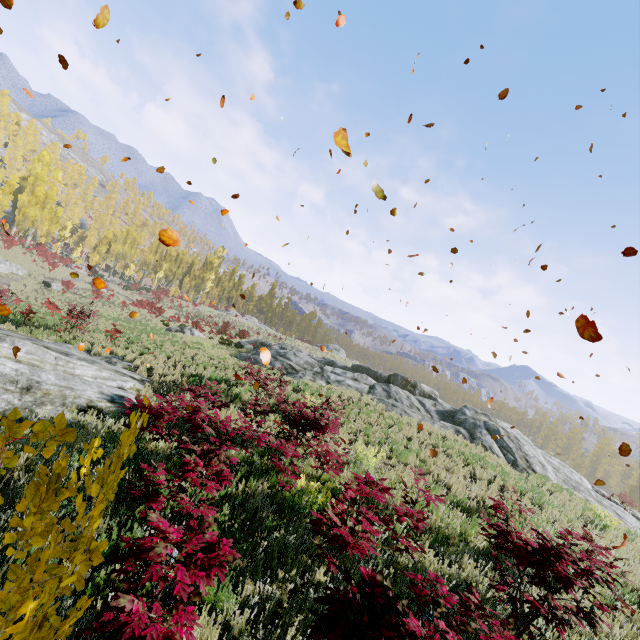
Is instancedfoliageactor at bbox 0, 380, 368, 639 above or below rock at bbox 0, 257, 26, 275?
above

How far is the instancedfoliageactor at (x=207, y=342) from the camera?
11.8m

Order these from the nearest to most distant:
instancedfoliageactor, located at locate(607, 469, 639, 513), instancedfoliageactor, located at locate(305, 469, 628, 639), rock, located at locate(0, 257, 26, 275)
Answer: instancedfoliageactor, located at locate(305, 469, 628, 639) → instancedfoliageactor, located at locate(607, 469, 639, 513) → rock, located at locate(0, 257, 26, 275)

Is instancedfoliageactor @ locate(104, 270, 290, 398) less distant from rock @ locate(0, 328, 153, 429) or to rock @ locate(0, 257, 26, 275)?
rock @ locate(0, 257, 26, 275)

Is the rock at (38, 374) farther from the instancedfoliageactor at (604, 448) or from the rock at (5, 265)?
the rock at (5, 265)

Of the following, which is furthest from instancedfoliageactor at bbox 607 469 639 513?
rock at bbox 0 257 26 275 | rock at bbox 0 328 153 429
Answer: rock at bbox 0 328 153 429

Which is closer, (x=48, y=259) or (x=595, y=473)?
(x=48, y=259)

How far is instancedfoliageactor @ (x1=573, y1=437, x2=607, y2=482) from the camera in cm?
5581
